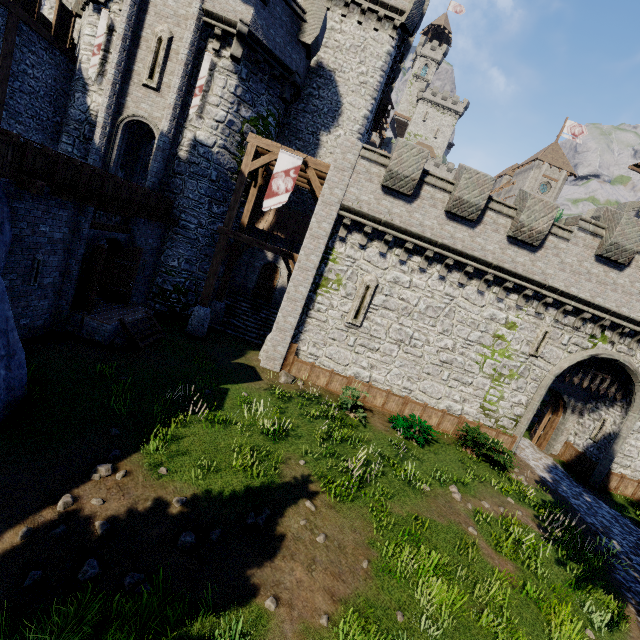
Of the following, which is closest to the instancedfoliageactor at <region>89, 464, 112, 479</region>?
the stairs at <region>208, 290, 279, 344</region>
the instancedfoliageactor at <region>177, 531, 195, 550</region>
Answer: the instancedfoliageactor at <region>177, 531, 195, 550</region>

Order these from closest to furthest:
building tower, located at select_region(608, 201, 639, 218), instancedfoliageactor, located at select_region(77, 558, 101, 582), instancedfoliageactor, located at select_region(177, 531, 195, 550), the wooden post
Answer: instancedfoliageactor, located at select_region(77, 558, 101, 582) < instancedfoliageactor, located at select_region(177, 531, 195, 550) < the wooden post < building tower, located at select_region(608, 201, 639, 218)

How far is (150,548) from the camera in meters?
5.8

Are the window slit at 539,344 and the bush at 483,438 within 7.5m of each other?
yes

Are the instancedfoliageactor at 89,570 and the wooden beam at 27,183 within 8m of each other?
no

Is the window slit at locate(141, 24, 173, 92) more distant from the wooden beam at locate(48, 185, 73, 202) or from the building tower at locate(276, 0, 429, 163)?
the wooden beam at locate(48, 185, 73, 202)

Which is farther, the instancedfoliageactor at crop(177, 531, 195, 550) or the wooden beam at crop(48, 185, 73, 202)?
the wooden beam at crop(48, 185, 73, 202)

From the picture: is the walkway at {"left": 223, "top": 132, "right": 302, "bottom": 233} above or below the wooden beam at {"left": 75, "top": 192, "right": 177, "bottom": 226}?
above
